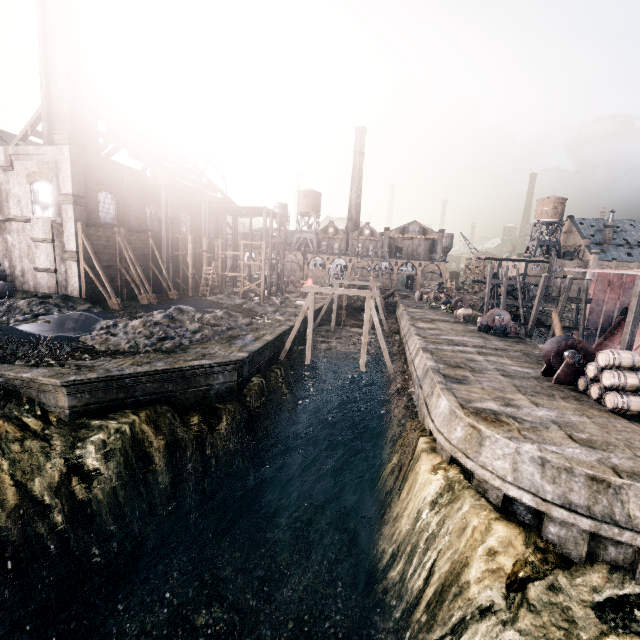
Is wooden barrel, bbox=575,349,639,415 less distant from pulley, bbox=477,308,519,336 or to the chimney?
pulley, bbox=477,308,519,336

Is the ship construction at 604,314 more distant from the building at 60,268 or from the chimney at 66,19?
the chimney at 66,19

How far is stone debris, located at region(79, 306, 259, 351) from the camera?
20.27m

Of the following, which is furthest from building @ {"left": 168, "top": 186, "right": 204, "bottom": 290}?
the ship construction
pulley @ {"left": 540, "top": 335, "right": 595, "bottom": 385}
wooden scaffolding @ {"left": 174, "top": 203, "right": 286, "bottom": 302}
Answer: the ship construction

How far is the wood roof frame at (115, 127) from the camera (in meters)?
33.59

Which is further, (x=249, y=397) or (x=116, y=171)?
(x=116, y=171)

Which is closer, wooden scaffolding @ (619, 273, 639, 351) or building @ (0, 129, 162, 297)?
wooden scaffolding @ (619, 273, 639, 351)

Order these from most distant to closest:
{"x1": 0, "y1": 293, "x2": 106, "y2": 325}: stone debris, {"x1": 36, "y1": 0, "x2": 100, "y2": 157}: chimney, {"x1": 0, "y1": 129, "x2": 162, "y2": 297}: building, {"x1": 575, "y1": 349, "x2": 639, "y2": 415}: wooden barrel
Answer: {"x1": 36, "y1": 0, "x2": 100, "y2": 157}: chimney < {"x1": 0, "y1": 129, "x2": 162, "y2": 297}: building < {"x1": 0, "y1": 293, "x2": 106, "y2": 325}: stone debris < {"x1": 575, "y1": 349, "x2": 639, "y2": 415}: wooden barrel
